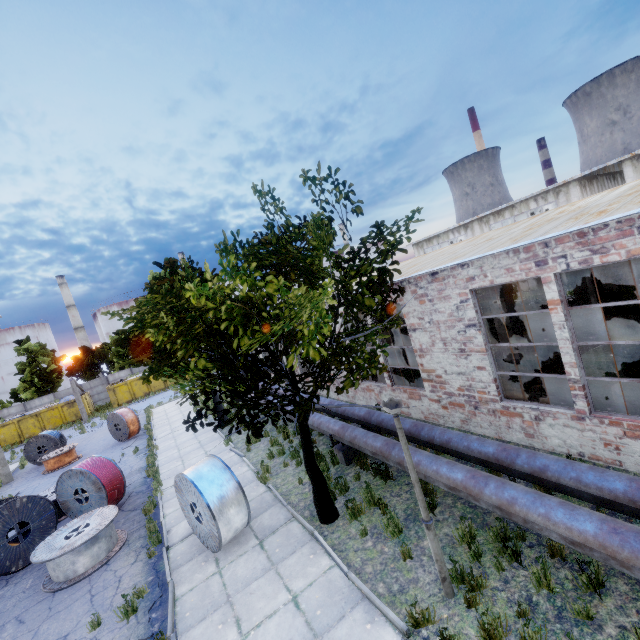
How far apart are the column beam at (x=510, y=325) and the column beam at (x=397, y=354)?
5.32m

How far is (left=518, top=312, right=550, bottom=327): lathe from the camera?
17.3m

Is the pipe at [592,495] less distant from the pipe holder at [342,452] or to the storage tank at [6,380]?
the pipe holder at [342,452]

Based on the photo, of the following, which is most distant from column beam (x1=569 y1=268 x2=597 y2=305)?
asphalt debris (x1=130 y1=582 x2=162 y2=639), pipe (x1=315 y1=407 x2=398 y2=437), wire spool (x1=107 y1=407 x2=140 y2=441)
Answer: wire spool (x1=107 y1=407 x2=140 y2=441)

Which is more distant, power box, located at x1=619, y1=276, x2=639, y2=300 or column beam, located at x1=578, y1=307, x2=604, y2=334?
power box, located at x1=619, y1=276, x2=639, y2=300

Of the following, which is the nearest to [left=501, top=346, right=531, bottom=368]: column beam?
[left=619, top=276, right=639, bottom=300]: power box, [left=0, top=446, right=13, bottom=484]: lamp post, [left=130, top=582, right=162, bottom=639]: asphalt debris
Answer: [left=619, top=276, right=639, bottom=300]: power box

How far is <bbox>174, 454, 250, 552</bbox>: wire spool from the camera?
7.4 meters

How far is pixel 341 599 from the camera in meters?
5.7 m
